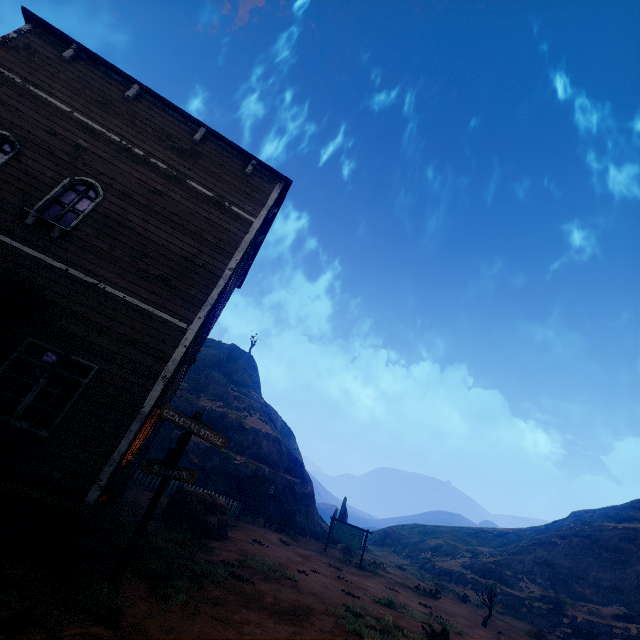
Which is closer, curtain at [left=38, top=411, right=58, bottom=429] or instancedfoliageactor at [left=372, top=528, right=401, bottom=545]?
curtain at [left=38, top=411, right=58, bottom=429]

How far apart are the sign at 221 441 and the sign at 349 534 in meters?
19.2

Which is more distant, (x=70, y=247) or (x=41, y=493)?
(x=70, y=247)

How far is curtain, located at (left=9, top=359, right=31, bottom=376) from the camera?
6.4 meters

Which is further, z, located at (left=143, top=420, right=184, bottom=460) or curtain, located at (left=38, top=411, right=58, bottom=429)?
z, located at (left=143, top=420, right=184, bottom=460)

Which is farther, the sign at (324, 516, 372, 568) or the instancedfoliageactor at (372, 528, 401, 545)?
the instancedfoliageactor at (372, 528, 401, 545)

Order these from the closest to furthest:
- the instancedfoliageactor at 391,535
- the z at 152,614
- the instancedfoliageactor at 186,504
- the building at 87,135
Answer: the z at 152,614
the building at 87,135
the instancedfoliageactor at 186,504
the instancedfoliageactor at 391,535

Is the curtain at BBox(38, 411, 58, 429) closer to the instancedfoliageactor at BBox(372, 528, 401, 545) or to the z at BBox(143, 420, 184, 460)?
the z at BBox(143, 420, 184, 460)
